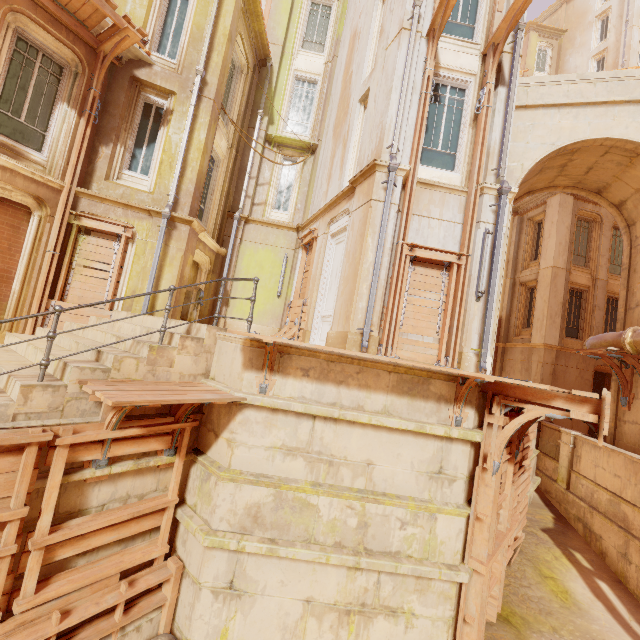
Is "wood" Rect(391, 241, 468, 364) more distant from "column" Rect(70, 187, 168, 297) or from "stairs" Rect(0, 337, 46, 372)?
"column" Rect(70, 187, 168, 297)

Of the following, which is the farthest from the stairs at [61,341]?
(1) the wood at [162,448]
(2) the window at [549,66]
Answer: (2) the window at [549,66]

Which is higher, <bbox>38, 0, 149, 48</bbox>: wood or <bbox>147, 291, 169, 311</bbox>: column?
<bbox>38, 0, 149, 48</bbox>: wood

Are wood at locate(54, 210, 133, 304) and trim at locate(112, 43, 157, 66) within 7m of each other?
yes

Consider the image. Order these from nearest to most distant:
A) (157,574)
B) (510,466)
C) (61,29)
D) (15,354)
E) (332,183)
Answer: (157,574)
(15,354)
(510,466)
(61,29)
(332,183)

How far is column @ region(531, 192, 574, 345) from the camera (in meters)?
15.76

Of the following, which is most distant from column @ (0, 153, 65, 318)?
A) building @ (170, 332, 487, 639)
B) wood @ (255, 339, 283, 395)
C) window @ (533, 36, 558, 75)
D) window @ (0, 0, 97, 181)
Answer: window @ (533, 36, 558, 75)

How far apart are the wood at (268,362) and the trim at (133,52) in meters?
9.8 m
